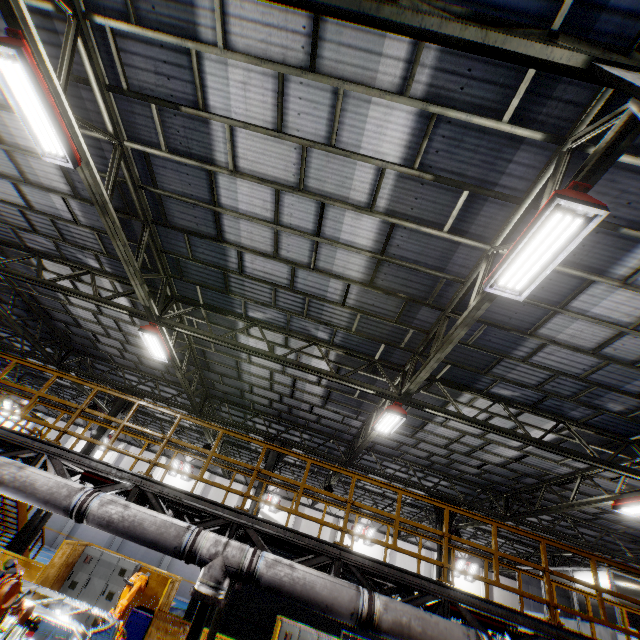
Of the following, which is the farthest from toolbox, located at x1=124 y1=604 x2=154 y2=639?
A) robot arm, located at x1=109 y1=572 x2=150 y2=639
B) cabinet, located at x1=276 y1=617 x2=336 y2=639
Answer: cabinet, located at x1=276 y1=617 x2=336 y2=639

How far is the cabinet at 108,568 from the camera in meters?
11.4 m

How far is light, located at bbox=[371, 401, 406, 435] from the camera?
9.00m

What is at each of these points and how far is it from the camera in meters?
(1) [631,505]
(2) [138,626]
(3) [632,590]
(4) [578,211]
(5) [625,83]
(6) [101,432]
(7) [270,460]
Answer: (1) light, 9.2
(2) toolbox, 10.7
(3) cieling, 14.2
(4) light, 3.8
(5) metal pole, 2.8
(6) metal pole, 14.3
(7) metal pole, 14.6

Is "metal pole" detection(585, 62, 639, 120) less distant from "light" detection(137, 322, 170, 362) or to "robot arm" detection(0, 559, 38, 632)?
"robot arm" detection(0, 559, 38, 632)

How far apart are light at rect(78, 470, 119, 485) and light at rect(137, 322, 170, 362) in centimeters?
351cm

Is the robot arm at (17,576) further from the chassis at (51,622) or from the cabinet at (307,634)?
the cabinet at (307,634)

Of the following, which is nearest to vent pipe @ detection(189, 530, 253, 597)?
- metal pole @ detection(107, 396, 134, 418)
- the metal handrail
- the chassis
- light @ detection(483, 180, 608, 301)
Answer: the metal handrail
